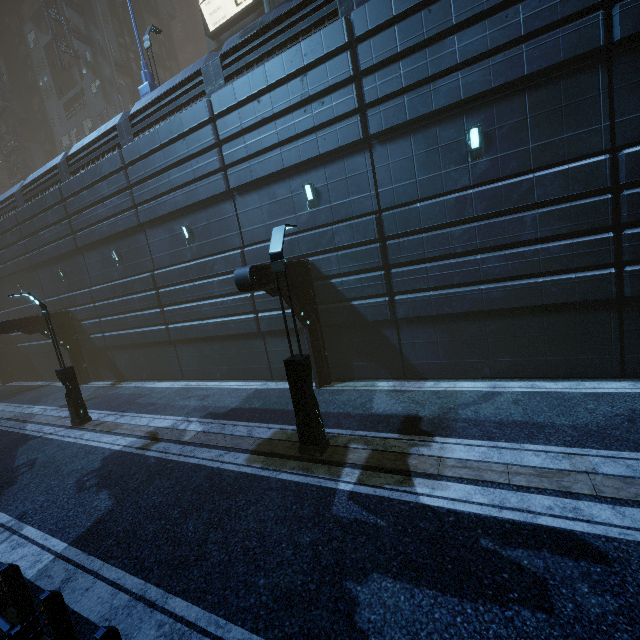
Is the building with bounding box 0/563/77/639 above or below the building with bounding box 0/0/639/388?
below

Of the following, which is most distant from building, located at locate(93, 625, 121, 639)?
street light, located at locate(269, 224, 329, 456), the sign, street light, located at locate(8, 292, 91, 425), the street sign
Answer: street light, located at locate(8, 292, 91, 425)

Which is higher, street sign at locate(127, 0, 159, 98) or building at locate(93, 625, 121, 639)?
street sign at locate(127, 0, 159, 98)

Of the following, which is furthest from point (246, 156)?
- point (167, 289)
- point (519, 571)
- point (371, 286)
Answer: point (519, 571)

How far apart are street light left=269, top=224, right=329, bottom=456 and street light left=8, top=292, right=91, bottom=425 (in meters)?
10.57

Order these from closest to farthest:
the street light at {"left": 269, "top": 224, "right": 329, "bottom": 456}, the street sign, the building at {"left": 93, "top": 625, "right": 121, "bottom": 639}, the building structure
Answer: the building at {"left": 93, "top": 625, "right": 121, "bottom": 639} → the street light at {"left": 269, "top": 224, "right": 329, "bottom": 456} → the street sign → the building structure

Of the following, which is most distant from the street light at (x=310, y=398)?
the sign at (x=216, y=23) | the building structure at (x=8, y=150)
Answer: the building structure at (x=8, y=150)

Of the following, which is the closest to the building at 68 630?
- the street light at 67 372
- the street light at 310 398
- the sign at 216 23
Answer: the sign at 216 23
